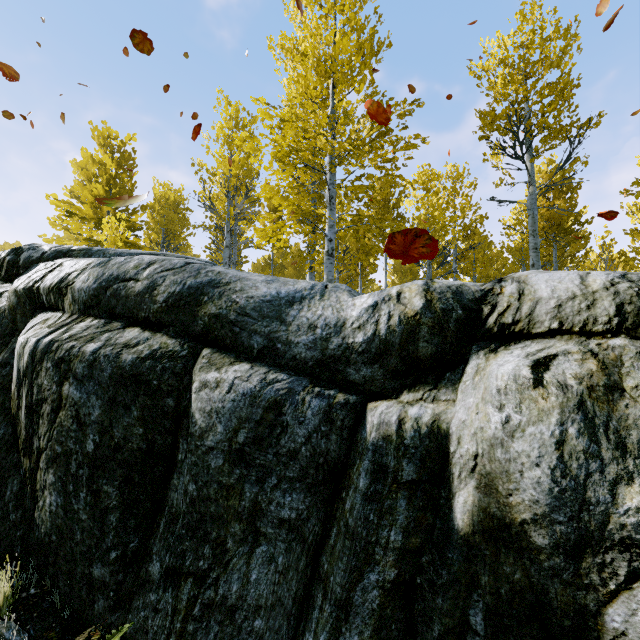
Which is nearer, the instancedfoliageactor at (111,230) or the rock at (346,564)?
the rock at (346,564)

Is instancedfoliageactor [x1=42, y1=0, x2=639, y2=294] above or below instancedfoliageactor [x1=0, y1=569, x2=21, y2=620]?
above

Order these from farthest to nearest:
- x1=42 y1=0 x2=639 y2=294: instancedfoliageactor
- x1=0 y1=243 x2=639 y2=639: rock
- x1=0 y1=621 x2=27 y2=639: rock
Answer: x1=42 y1=0 x2=639 y2=294: instancedfoliageactor
x1=0 y1=621 x2=27 y2=639: rock
x1=0 y1=243 x2=639 y2=639: rock

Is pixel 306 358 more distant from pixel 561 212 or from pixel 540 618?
pixel 561 212

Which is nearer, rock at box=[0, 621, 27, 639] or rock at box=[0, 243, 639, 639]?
rock at box=[0, 243, 639, 639]

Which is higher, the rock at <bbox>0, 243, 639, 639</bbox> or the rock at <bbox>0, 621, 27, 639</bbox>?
the rock at <bbox>0, 243, 639, 639</bbox>

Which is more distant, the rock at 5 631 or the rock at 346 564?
the rock at 5 631

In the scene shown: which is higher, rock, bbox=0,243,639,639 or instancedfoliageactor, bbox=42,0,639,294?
instancedfoliageactor, bbox=42,0,639,294
